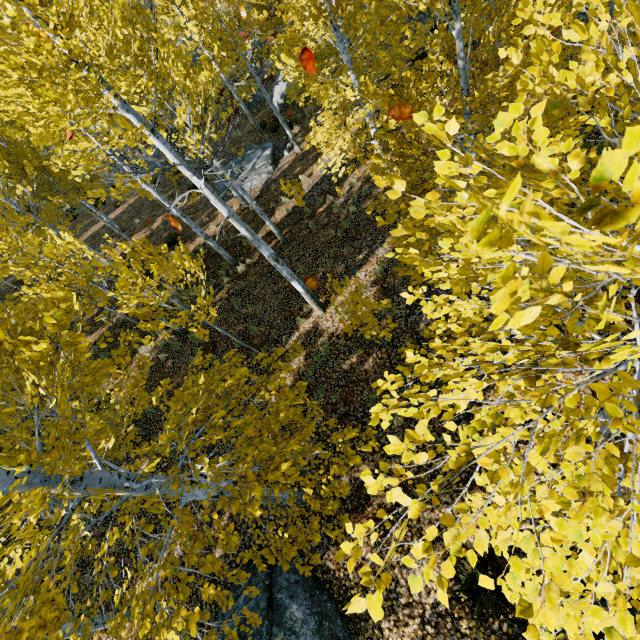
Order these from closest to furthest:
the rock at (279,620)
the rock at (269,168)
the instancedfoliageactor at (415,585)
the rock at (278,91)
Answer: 1. the instancedfoliageactor at (415,585)
2. the rock at (279,620)
3. the rock at (269,168)
4. the rock at (278,91)

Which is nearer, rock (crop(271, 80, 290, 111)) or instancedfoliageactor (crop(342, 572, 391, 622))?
instancedfoliageactor (crop(342, 572, 391, 622))

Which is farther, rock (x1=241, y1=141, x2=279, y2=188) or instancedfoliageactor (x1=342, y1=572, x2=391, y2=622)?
rock (x1=241, y1=141, x2=279, y2=188)

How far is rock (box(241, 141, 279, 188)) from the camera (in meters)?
16.09

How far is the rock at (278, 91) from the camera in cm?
2012

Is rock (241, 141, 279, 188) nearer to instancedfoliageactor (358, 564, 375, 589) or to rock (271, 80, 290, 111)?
instancedfoliageactor (358, 564, 375, 589)

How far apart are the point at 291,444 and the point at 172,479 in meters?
2.3 m
